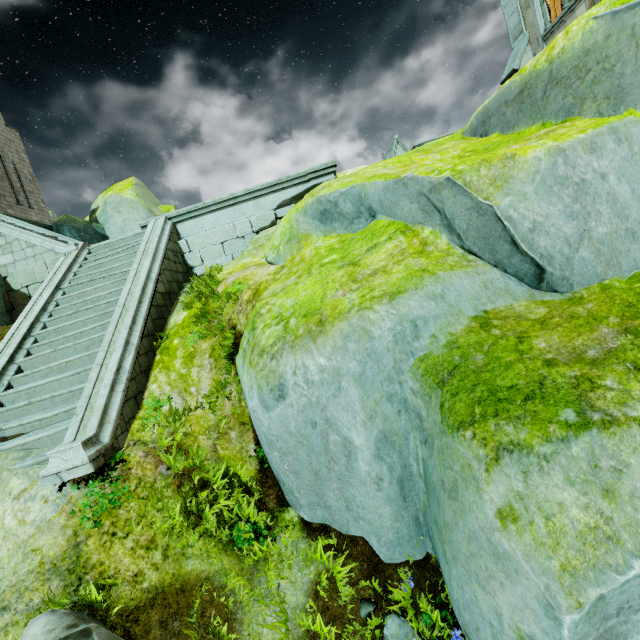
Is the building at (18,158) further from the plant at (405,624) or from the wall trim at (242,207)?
the plant at (405,624)

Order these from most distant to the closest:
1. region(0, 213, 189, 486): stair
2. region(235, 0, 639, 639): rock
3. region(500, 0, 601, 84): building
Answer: region(500, 0, 601, 84): building → region(0, 213, 189, 486): stair → region(235, 0, 639, 639): rock

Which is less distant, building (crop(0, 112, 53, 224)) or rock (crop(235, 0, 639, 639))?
rock (crop(235, 0, 639, 639))

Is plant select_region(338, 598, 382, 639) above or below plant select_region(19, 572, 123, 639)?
below

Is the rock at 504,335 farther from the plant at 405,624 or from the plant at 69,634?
the plant at 69,634

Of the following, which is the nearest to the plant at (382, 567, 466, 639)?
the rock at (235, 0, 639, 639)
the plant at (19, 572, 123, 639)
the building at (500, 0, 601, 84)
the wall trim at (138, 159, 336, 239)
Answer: the rock at (235, 0, 639, 639)

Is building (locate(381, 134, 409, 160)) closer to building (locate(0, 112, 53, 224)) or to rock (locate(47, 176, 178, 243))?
rock (locate(47, 176, 178, 243))

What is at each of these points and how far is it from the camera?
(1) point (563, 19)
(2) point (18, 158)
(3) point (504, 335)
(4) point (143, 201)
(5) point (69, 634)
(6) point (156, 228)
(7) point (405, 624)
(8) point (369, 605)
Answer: (1) building, 10.3 meters
(2) building, 24.2 meters
(3) rock, 3.4 meters
(4) rock, 17.5 meters
(5) plant, 2.7 meters
(6) stair, 9.1 meters
(7) plant, 3.3 meters
(8) plant, 3.6 meters
